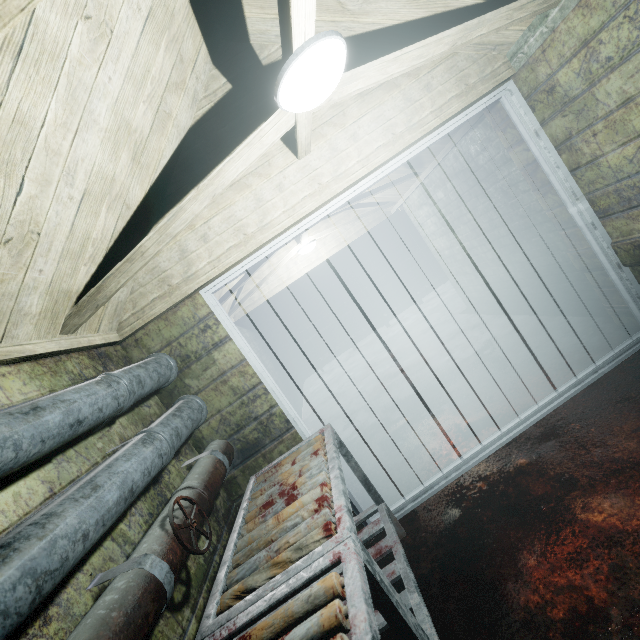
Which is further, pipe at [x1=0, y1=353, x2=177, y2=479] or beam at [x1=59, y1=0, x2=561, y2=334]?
beam at [x1=59, y1=0, x2=561, y2=334]

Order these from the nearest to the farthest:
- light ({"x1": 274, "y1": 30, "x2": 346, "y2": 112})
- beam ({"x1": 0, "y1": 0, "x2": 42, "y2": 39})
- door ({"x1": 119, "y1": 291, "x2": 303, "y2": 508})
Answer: beam ({"x1": 0, "y1": 0, "x2": 42, "y2": 39}) < light ({"x1": 274, "y1": 30, "x2": 346, "y2": 112}) < door ({"x1": 119, "y1": 291, "x2": 303, "y2": 508})

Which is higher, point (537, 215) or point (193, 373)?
point (193, 373)

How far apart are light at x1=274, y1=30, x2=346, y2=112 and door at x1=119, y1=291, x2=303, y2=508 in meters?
1.0

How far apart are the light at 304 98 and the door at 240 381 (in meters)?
1.01

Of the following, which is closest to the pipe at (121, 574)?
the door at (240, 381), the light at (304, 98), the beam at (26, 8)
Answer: the door at (240, 381)

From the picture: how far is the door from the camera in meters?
2.1 m

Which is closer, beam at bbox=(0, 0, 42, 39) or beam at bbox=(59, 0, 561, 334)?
beam at bbox=(0, 0, 42, 39)
